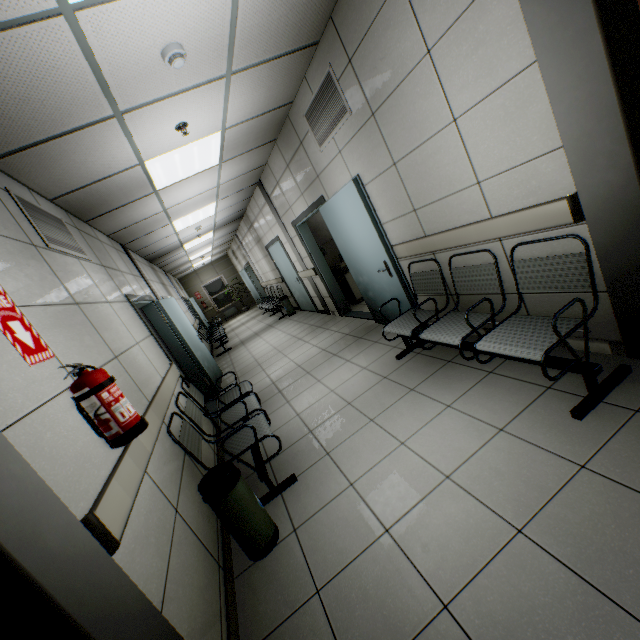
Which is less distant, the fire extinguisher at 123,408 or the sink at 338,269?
the fire extinguisher at 123,408

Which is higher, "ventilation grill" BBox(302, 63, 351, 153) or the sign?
"ventilation grill" BBox(302, 63, 351, 153)

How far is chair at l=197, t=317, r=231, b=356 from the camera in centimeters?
972cm

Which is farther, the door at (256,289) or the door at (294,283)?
the door at (256,289)

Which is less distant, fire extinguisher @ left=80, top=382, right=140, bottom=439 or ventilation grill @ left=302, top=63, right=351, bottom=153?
fire extinguisher @ left=80, top=382, right=140, bottom=439

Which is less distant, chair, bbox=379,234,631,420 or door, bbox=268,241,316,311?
chair, bbox=379,234,631,420

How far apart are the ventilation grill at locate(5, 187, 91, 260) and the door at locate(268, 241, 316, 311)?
4.96m

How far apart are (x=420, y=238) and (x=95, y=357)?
3.0m
